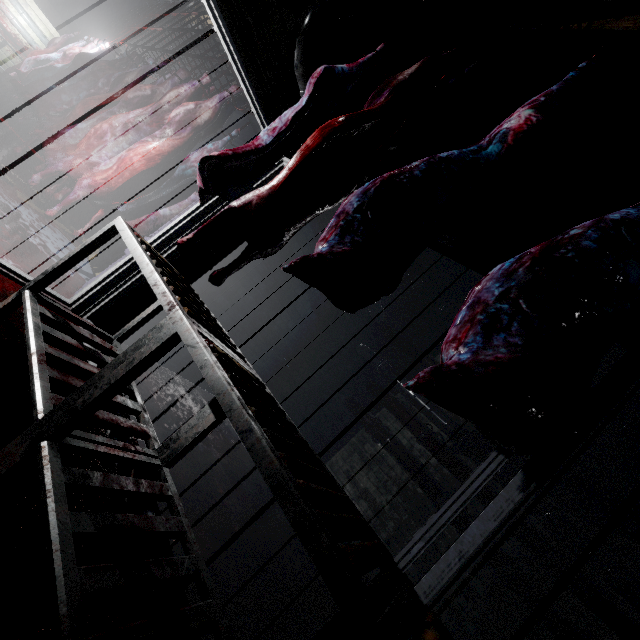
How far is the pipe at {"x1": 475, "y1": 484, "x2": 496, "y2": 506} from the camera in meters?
3.4 m

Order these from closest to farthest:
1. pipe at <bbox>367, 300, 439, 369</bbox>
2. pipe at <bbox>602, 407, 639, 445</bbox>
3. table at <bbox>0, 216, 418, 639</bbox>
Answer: table at <bbox>0, 216, 418, 639</bbox>
pipe at <bbox>602, 407, 639, 445</bbox>
pipe at <bbox>367, 300, 439, 369</bbox>

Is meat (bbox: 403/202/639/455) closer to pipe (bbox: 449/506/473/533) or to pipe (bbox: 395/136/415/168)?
pipe (bbox: 395/136/415/168)

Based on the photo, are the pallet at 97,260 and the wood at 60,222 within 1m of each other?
yes

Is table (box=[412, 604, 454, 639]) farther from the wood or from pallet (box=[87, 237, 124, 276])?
the wood

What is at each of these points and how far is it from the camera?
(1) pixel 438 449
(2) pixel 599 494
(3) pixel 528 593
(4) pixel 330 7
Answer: (1) pipe, 3.8m
(2) pipe, 3.2m
(3) pipe, 3.0m
(4) pipe, 2.1m

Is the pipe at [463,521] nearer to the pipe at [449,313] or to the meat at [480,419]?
the pipe at [449,313]

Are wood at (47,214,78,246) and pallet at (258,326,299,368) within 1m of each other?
no
